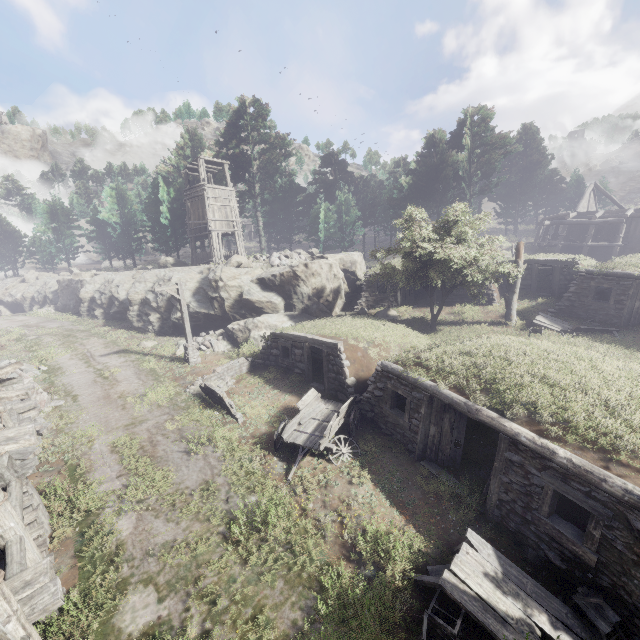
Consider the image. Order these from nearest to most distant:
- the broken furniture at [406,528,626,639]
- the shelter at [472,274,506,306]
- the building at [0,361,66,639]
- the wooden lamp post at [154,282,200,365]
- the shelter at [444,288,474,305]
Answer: the building at [0,361,66,639], the broken furniture at [406,528,626,639], the wooden lamp post at [154,282,200,365], the shelter at [472,274,506,306], the shelter at [444,288,474,305]

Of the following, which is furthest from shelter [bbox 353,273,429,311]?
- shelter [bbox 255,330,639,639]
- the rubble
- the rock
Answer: the rubble

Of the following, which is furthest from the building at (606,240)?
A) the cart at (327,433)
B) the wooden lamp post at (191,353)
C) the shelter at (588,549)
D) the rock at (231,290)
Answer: the wooden lamp post at (191,353)

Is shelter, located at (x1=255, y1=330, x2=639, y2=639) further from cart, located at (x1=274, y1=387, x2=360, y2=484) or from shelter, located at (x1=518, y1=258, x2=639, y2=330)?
shelter, located at (x1=518, y1=258, x2=639, y2=330)

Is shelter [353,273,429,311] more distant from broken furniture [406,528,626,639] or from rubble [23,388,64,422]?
rubble [23,388,64,422]

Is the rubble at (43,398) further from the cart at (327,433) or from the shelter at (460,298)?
the shelter at (460,298)

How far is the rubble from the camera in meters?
13.4 m

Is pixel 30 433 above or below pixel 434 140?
below
